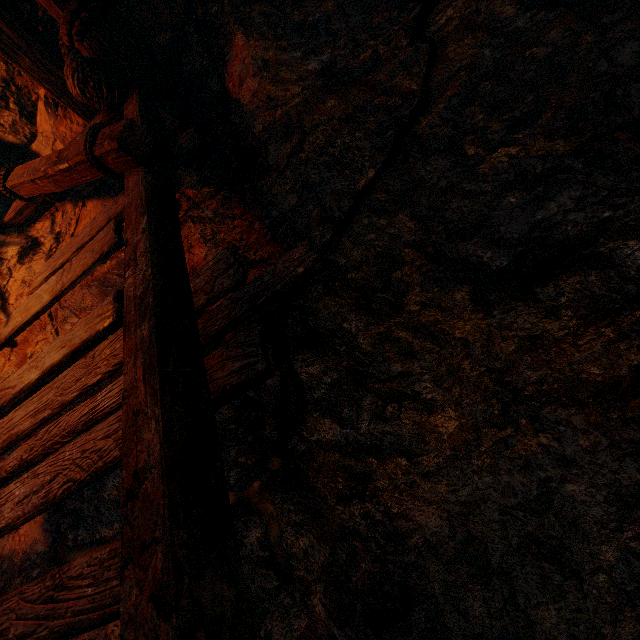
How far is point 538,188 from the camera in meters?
1.5
